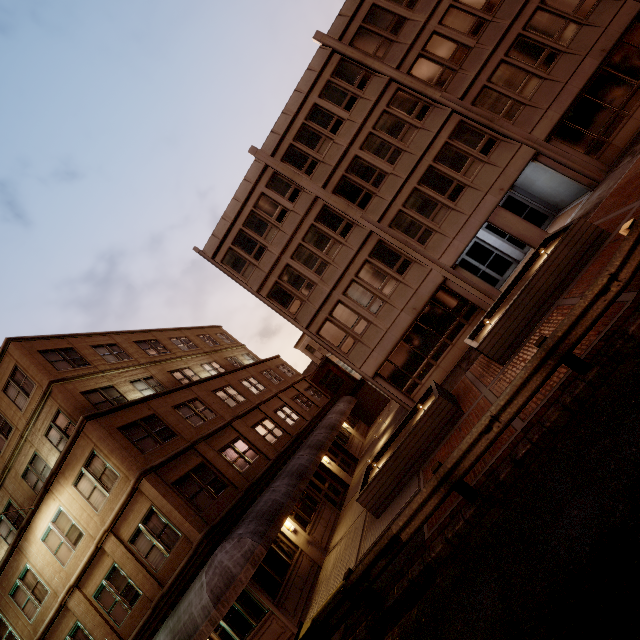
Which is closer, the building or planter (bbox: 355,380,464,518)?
planter (bbox: 355,380,464,518)

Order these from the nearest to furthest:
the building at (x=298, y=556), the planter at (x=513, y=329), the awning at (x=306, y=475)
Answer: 1. the planter at (x=513, y=329)
2. the awning at (x=306, y=475)
3. the building at (x=298, y=556)

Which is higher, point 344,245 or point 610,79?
point 344,245

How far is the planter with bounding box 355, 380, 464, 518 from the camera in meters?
11.0 m

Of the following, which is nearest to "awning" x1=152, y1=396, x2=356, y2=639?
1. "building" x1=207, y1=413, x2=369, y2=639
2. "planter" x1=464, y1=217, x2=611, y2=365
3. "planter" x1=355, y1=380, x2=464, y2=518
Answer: "building" x1=207, y1=413, x2=369, y2=639

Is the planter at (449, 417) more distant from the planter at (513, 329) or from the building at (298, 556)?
the building at (298, 556)

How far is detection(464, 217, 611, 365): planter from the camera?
9.8 meters

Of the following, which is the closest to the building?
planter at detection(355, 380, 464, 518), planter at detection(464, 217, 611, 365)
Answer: planter at detection(355, 380, 464, 518)
